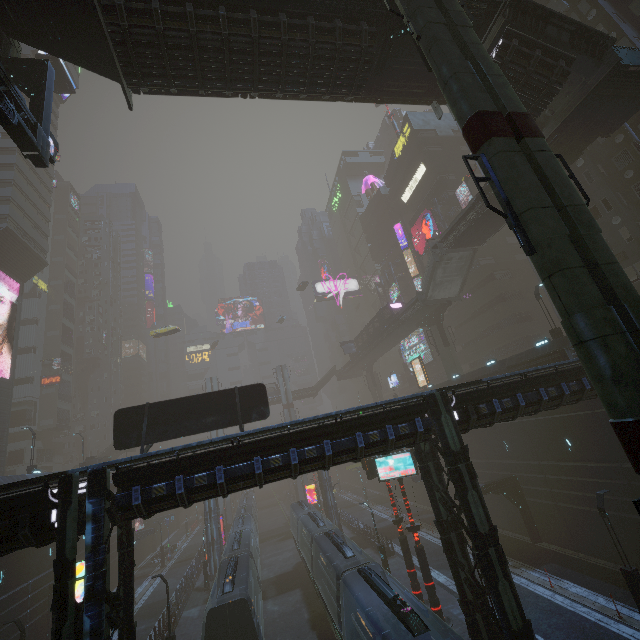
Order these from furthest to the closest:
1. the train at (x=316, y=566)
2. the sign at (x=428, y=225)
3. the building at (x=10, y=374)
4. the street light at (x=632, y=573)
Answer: the sign at (x=428, y=225) < the building at (x=10, y=374) < the street light at (x=632, y=573) < the train at (x=316, y=566)

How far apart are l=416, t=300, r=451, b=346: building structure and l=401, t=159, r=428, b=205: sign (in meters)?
22.71

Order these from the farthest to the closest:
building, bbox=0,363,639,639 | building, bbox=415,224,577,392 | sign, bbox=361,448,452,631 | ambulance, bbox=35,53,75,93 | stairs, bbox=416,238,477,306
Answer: stairs, bbox=416,238,477,306
ambulance, bbox=35,53,75,93
building, bbox=415,224,577,392
sign, bbox=361,448,452,631
building, bbox=0,363,639,639

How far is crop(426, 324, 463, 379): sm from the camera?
38.78m

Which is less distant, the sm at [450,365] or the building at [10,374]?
the sm at [450,365]

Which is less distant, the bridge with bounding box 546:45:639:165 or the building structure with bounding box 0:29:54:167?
the building structure with bounding box 0:29:54:167

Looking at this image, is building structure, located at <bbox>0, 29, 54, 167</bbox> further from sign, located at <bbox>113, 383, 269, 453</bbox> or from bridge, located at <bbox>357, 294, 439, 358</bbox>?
Result: bridge, located at <bbox>357, 294, 439, 358</bbox>

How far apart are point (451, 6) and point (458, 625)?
29.49m
